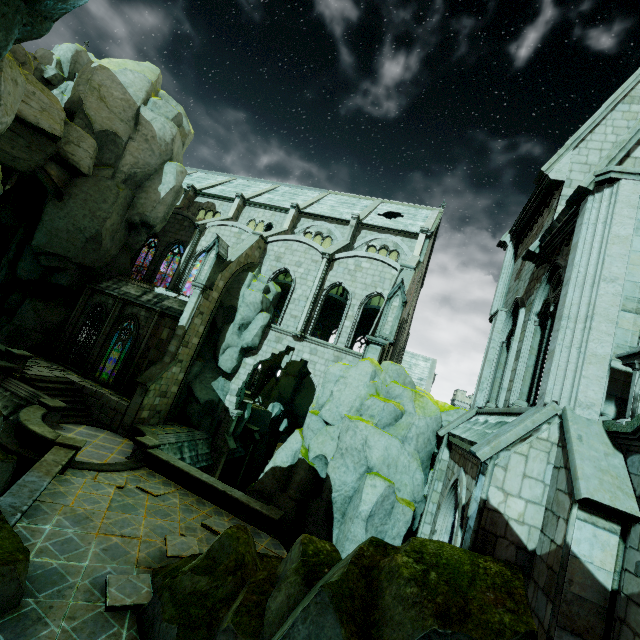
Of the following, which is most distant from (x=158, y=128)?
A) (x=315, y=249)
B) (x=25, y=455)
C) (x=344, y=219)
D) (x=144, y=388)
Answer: (x=25, y=455)

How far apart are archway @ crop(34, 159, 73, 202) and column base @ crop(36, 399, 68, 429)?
13.3m

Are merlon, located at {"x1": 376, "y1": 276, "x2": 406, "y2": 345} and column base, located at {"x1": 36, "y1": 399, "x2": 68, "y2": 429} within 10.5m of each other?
no

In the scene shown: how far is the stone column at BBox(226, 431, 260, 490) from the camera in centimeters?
2570cm

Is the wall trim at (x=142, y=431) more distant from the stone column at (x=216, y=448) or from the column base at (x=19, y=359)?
the column base at (x=19, y=359)

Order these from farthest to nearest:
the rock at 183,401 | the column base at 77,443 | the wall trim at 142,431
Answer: the rock at 183,401, the wall trim at 142,431, the column base at 77,443

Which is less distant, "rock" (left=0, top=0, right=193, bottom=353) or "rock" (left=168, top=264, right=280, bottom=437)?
"rock" (left=0, top=0, right=193, bottom=353)

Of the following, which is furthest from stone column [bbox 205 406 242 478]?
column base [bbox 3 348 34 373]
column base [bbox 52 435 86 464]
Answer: column base [bbox 3 348 34 373]
